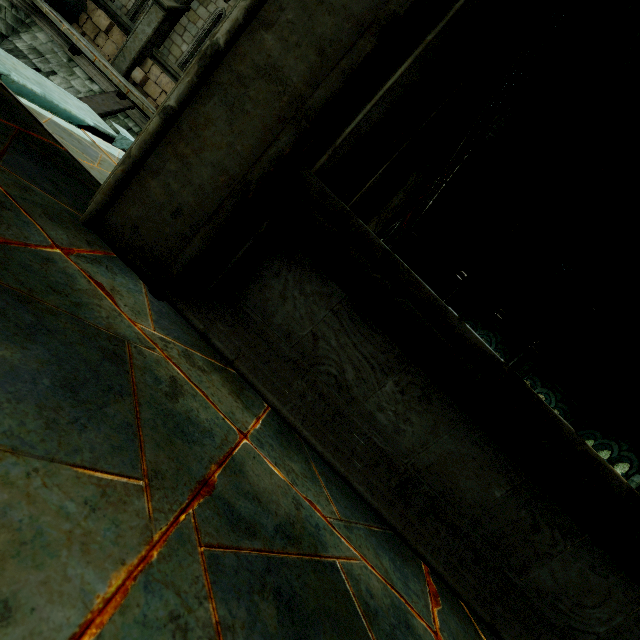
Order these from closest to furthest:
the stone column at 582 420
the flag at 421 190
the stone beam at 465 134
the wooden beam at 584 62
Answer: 1. the stone beam at 465 134
2. the flag at 421 190
3. the wooden beam at 584 62
4. the stone column at 582 420

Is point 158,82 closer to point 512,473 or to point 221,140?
point 221,140

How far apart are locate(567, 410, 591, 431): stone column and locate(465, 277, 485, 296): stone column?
7.26m

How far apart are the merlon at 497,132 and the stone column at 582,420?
12.5m

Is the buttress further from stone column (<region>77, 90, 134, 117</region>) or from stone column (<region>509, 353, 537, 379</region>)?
stone column (<region>509, 353, 537, 379</region>)

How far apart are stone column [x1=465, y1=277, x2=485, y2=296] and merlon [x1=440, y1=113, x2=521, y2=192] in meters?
5.1 m

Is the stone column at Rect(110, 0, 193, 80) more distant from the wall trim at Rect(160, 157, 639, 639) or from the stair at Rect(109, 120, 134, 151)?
the wall trim at Rect(160, 157, 639, 639)

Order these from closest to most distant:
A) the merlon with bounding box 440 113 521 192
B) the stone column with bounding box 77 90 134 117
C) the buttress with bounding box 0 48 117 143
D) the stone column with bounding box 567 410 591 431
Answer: the buttress with bounding box 0 48 117 143 < the stone column with bounding box 77 90 134 117 < the merlon with bounding box 440 113 521 192 < the stone column with bounding box 567 410 591 431
